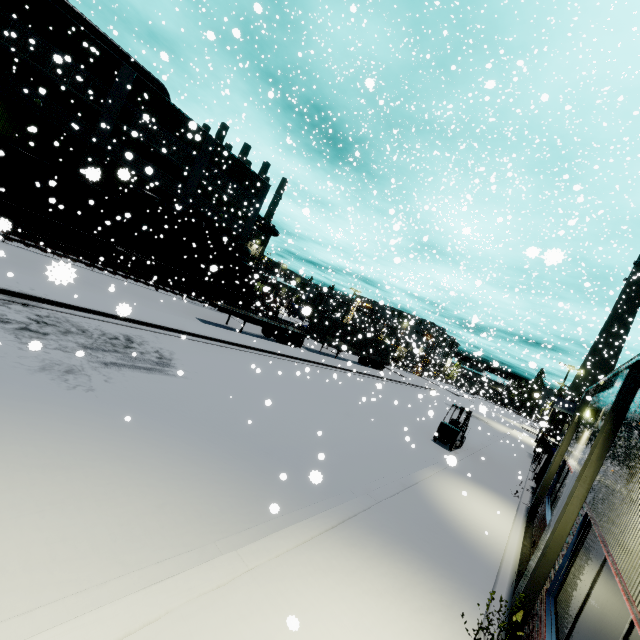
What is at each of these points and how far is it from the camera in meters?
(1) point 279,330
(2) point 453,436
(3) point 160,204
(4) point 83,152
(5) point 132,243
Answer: (1) semi trailer, 26.7 m
(2) forklift, 16.5 m
(3) pipe, 29.1 m
(4) building, 25.3 m
(5) roll-up door, 30.3 m

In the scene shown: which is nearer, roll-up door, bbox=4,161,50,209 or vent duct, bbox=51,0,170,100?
vent duct, bbox=51,0,170,100

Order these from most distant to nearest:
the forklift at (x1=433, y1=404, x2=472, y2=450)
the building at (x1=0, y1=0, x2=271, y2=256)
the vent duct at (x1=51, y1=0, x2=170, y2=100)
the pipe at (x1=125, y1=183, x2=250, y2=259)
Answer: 1. the pipe at (x1=125, y1=183, x2=250, y2=259)
2. the vent duct at (x1=51, y1=0, x2=170, y2=100)
3. the building at (x1=0, y1=0, x2=271, y2=256)
4. the forklift at (x1=433, y1=404, x2=472, y2=450)

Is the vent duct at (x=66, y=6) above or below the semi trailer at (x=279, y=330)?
above

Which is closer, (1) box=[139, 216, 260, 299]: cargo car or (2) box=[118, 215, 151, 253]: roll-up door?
(1) box=[139, 216, 260, 299]: cargo car

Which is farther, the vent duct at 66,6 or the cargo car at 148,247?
the cargo car at 148,247

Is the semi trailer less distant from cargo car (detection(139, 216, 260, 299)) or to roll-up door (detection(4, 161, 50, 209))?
cargo car (detection(139, 216, 260, 299))

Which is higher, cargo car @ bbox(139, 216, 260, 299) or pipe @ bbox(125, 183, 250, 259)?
pipe @ bbox(125, 183, 250, 259)
